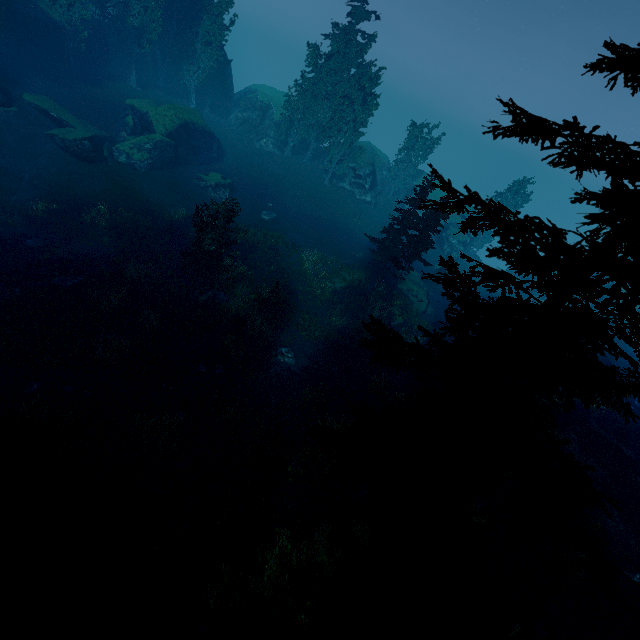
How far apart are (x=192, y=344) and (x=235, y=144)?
35.4m

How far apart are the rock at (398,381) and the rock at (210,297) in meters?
12.3 m

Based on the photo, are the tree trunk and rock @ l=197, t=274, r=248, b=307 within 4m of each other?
yes

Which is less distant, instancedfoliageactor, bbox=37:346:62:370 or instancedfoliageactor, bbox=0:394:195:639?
instancedfoliageactor, bbox=0:394:195:639

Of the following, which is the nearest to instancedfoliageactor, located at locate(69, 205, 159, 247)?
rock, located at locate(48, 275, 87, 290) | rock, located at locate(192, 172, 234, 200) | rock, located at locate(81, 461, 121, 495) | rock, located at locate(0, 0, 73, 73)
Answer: rock, located at locate(0, 0, 73, 73)

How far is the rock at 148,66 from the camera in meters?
42.3 m

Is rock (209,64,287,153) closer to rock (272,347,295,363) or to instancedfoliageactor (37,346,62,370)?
instancedfoliageactor (37,346,62,370)

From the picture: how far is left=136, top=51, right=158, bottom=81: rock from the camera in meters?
42.3
